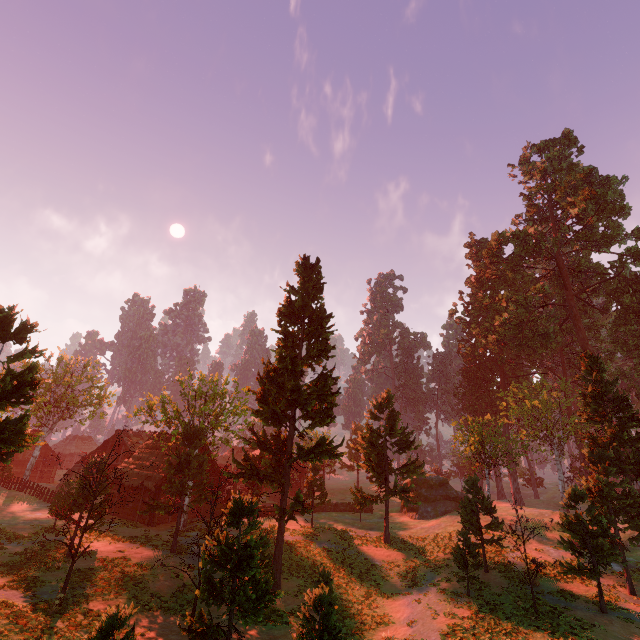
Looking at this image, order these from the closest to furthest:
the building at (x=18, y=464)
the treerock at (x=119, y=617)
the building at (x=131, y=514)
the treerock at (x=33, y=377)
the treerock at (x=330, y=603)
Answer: the treerock at (x=119, y=617), the treerock at (x=330, y=603), the treerock at (x=33, y=377), the building at (x=131, y=514), the building at (x=18, y=464)

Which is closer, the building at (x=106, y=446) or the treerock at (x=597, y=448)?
the treerock at (x=597, y=448)

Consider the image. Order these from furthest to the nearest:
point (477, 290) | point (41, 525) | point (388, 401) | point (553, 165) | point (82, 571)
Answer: point (477, 290), point (553, 165), point (388, 401), point (41, 525), point (82, 571)

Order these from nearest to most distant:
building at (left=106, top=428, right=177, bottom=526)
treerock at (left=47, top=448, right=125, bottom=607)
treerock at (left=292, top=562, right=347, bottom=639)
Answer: treerock at (left=292, top=562, right=347, bottom=639), treerock at (left=47, top=448, right=125, bottom=607), building at (left=106, top=428, right=177, bottom=526)

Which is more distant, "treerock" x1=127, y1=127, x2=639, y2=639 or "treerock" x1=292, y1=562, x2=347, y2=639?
"treerock" x1=127, y1=127, x2=639, y2=639

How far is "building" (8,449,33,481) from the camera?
50.8 meters
